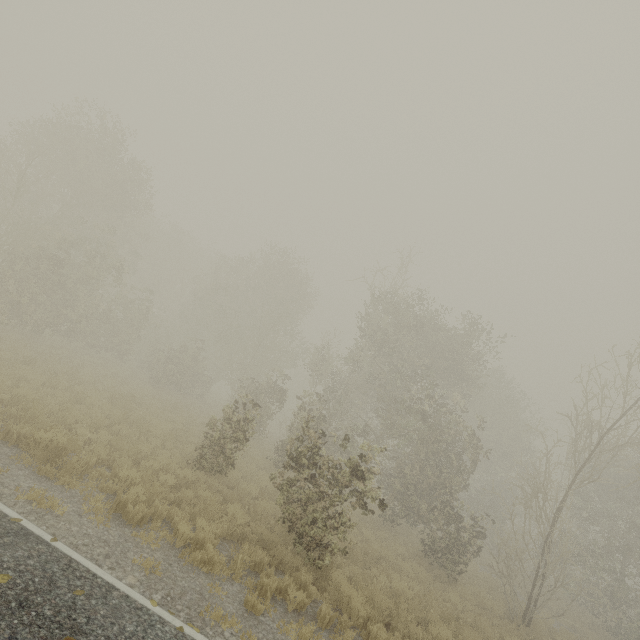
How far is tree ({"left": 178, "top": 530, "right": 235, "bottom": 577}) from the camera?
6.50m

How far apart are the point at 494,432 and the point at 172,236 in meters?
41.5 m

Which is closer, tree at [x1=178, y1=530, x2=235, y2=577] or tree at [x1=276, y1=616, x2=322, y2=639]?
tree at [x1=276, y1=616, x2=322, y2=639]

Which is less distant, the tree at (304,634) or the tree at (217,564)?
the tree at (304,634)

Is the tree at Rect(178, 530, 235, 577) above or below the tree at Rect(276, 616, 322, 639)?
above

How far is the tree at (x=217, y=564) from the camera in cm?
650
